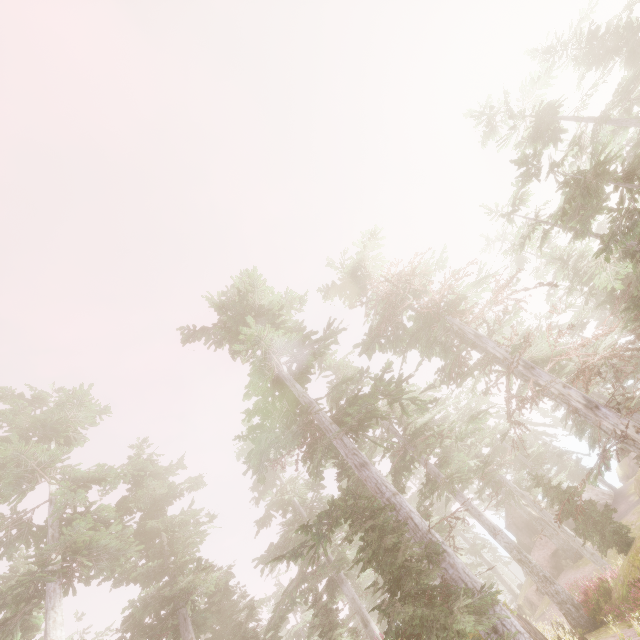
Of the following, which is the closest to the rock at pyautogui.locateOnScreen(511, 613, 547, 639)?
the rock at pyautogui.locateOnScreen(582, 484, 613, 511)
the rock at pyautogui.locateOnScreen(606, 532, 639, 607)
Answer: the rock at pyautogui.locateOnScreen(606, 532, 639, 607)

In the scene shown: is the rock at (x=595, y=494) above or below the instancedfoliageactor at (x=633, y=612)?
above

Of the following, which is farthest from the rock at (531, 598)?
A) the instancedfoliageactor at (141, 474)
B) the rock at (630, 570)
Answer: the rock at (630, 570)

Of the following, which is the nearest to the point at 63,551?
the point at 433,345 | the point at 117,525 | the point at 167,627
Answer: the point at 117,525

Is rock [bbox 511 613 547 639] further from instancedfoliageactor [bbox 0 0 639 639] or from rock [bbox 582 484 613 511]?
rock [bbox 582 484 613 511]

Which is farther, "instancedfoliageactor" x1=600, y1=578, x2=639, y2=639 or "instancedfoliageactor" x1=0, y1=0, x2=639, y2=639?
"instancedfoliageactor" x1=600, y1=578, x2=639, y2=639

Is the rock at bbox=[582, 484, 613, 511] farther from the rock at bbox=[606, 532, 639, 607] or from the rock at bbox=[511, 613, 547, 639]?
the rock at bbox=[511, 613, 547, 639]

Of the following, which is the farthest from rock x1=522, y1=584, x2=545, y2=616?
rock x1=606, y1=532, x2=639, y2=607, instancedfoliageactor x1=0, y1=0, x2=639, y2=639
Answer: rock x1=606, y1=532, x2=639, y2=607
